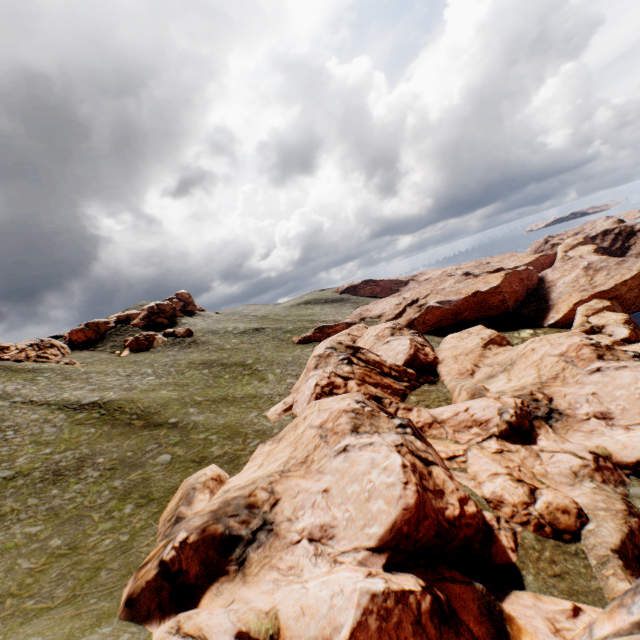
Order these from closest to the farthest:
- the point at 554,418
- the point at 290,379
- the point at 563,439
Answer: the point at 563,439 → the point at 554,418 → the point at 290,379

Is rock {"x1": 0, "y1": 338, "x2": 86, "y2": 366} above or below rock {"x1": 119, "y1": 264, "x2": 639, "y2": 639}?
above

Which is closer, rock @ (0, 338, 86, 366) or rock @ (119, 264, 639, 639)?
rock @ (119, 264, 639, 639)

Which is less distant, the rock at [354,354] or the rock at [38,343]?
the rock at [354,354]

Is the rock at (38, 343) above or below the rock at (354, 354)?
above
